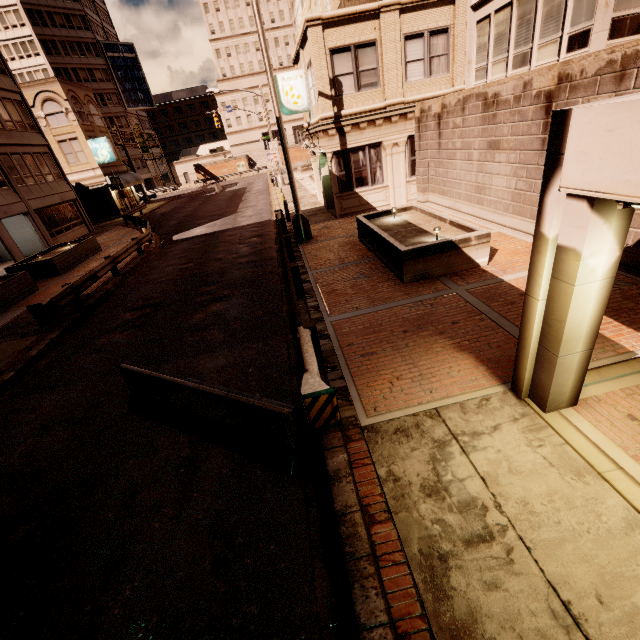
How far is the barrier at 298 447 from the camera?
4.55m

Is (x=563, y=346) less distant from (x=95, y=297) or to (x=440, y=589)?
(x=440, y=589)

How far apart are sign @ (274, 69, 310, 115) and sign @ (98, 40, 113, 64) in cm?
6552

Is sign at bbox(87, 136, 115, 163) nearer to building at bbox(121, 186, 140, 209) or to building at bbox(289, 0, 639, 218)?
building at bbox(121, 186, 140, 209)

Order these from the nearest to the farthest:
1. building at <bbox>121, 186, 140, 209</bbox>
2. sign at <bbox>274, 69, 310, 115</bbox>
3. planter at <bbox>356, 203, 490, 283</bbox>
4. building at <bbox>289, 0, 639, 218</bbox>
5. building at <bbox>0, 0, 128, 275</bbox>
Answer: planter at <bbox>356, 203, 490, 283</bbox> < building at <bbox>289, 0, 639, 218</bbox> < sign at <bbox>274, 69, 310, 115</bbox> < building at <bbox>0, 0, 128, 275</bbox> < building at <bbox>121, 186, 140, 209</bbox>

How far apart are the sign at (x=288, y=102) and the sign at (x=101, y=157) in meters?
27.3 m

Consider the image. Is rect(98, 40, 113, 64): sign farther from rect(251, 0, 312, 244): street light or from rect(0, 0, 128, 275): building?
rect(251, 0, 312, 244): street light

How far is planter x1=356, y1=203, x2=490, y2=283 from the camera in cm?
866
